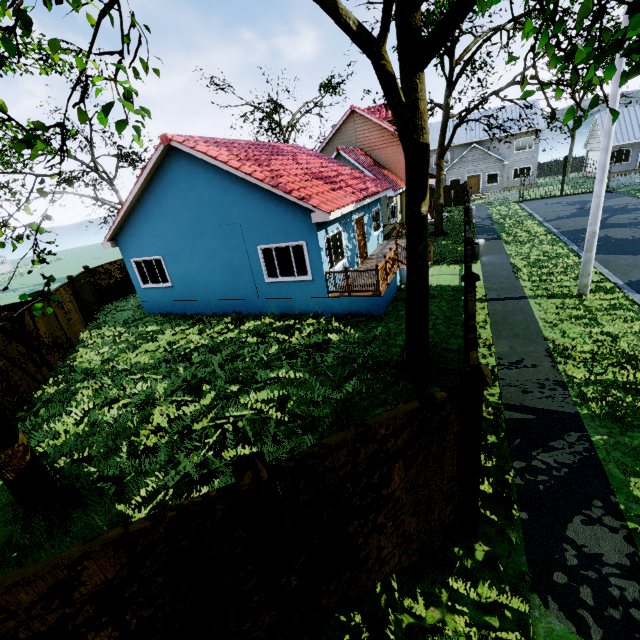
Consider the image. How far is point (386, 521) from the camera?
3.6 meters

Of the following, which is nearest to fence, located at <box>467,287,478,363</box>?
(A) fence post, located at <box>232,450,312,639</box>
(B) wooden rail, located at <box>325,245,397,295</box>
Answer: (A) fence post, located at <box>232,450,312,639</box>

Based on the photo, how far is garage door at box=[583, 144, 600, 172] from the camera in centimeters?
3656cm

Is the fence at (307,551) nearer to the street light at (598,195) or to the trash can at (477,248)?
the trash can at (477,248)

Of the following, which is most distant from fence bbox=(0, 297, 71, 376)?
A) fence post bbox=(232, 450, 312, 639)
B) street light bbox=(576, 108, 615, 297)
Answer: street light bbox=(576, 108, 615, 297)

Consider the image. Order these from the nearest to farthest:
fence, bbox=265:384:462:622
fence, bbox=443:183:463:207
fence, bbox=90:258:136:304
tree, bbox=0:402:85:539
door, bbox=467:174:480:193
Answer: fence, bbox=265:384:462:622, tree, bbox=0:402:85:539, fence, bbox=90:258:136:304, fence, bbox=443:183:463:207, door, bbox=467:174:480:193

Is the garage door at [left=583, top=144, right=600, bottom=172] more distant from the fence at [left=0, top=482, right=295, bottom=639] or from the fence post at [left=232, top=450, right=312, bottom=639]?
the fence post at [left=232, top=450, right=312, bottom=639]

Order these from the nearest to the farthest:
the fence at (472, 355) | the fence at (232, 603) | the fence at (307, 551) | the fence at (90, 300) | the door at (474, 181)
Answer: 1. the fence at (232, 603)
2. the fence at (307, 551)
3. the fence at (472, 355)
4. the fence at (90, 300)
5. the door at (474, 181)
